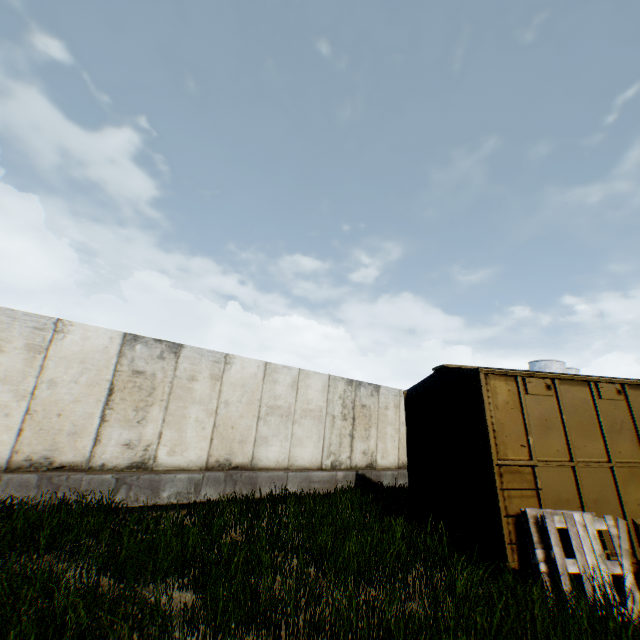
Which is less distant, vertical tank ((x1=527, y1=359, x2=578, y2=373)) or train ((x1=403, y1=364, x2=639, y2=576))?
train ((x1=403, y1=364, x2=639, y2=576))

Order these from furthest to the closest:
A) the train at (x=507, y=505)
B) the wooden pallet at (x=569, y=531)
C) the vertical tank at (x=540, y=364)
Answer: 1. the vertical tank at (x=540, y=364)
2. the train at (x=507, y=505)
3. the wooden pallet at (x=569, y=531)

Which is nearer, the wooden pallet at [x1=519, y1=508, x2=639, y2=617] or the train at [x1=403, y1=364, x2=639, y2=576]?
the wooden pallet at [x1=519, y1=508, x2=639, y2=617]

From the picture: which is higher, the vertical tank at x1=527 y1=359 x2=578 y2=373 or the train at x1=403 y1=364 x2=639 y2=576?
the vertical tank at x1=527 y1=359 x2=578 y2=373

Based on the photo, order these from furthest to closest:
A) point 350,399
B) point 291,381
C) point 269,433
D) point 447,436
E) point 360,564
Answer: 1. point 350,399
2. point 291,381
3. point 269,433
4. point 447,436
5. point 360,564

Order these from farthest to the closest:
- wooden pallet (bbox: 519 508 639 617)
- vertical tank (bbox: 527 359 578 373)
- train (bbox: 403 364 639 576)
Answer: vertical tank (bbox: 527 359 578 373) < train (bbox: 403 364 639 576) < wooden pallet (bbox: 519 508 639 617)

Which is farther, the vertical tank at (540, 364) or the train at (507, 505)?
the vertical tank at (540, 364)

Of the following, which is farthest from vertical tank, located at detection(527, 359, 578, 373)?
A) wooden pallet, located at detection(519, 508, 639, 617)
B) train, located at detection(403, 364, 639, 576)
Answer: wooden pallet, located at detection(519, 508, 639, 617)
